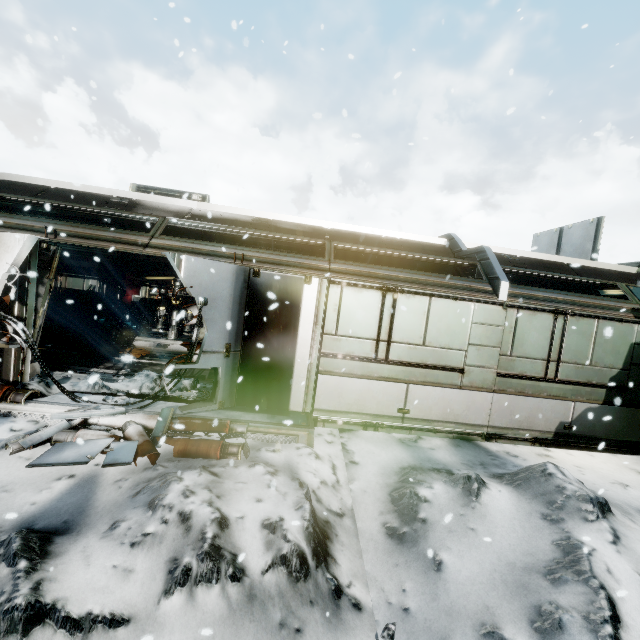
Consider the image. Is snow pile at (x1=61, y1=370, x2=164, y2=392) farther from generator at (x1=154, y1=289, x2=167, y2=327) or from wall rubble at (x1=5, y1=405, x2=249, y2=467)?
generator at (x1=154, y1=289, x2=167, y2=327)

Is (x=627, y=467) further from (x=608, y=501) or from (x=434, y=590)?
(x=434, y=590)

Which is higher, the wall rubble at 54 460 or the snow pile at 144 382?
the snow pile at 144 382

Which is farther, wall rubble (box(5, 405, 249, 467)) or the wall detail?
the wall detail

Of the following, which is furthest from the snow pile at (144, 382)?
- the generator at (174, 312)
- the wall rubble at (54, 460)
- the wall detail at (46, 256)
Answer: the generator at (174, 312)

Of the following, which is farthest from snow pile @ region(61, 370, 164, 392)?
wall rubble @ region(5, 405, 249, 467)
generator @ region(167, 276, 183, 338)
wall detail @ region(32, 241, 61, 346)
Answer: generator @ region(167, 276, 183, 338)

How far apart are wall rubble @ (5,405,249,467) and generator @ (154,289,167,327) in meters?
7.6 m
